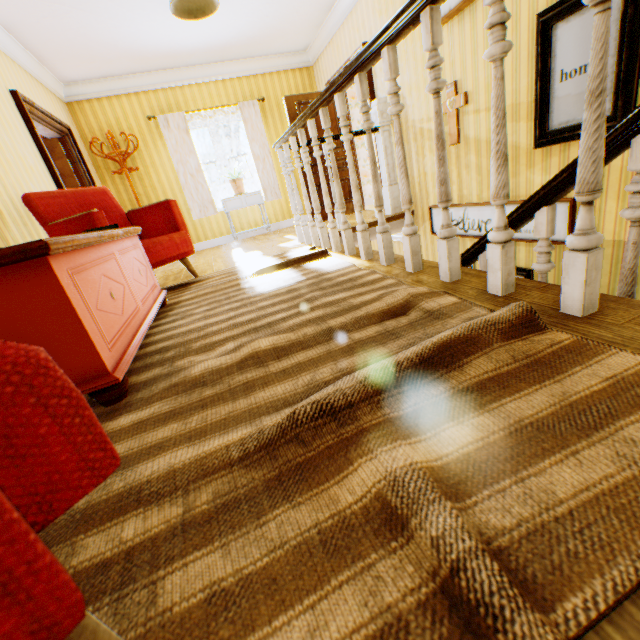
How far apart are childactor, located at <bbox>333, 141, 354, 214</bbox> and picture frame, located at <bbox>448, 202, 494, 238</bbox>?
2.47m

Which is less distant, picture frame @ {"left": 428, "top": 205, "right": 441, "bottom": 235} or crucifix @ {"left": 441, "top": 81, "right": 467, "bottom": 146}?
crucifix @ {"left": 441, "top": 81, "right": 467, "bottom": 146}

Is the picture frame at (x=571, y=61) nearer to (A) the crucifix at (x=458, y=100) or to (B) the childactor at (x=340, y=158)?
(A) the crucifix at (x=458, y=100)

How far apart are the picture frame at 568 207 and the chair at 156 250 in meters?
3.3

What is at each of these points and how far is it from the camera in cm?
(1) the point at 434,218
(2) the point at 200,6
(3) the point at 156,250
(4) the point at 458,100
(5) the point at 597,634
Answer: (1) picture frame, 459
(2) ceiling light, 335
(3) chair, 301
(4) crucifix, 356
(5) building, 42

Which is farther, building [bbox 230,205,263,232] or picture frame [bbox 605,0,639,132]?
building [bbox 230,205,263,232]

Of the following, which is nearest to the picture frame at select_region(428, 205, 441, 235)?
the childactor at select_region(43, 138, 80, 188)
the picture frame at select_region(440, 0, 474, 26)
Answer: the picture frame at select_region(440, 0, 474, 26)

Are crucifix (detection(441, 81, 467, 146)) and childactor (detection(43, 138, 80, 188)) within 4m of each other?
no
